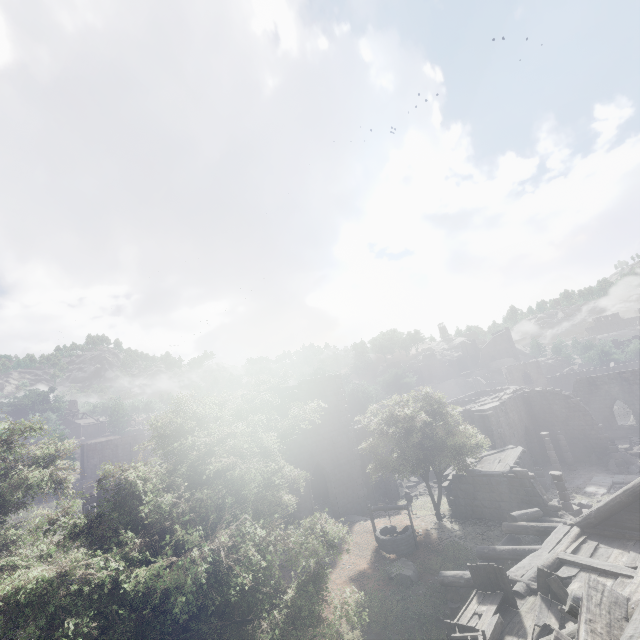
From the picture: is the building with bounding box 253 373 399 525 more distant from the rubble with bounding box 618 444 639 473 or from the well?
the well

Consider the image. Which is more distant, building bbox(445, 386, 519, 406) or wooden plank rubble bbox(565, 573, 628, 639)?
building bbox(445, 386, 519, 406)

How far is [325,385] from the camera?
24.84m

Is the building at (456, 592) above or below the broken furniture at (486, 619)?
below

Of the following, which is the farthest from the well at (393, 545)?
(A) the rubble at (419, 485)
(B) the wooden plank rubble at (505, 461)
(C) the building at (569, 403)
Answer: (A) the rubble at (419, 485)

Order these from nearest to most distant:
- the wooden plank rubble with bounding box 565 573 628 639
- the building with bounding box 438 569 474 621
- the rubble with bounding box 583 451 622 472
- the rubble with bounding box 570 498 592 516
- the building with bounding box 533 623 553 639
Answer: the wooden plank rubble with bounding box 565 573 628 639 < the building with bounding box 533 623 553 639 < the building with bounding box 438 569 474 621 < the rubble with bounding box 570 498 592 516 < the rubble with bounding box 583 451 622 472

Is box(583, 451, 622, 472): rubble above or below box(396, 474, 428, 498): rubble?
below

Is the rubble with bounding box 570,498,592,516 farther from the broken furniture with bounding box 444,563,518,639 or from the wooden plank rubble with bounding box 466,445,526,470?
the broken furniture with bounding box 444,563,518,639
